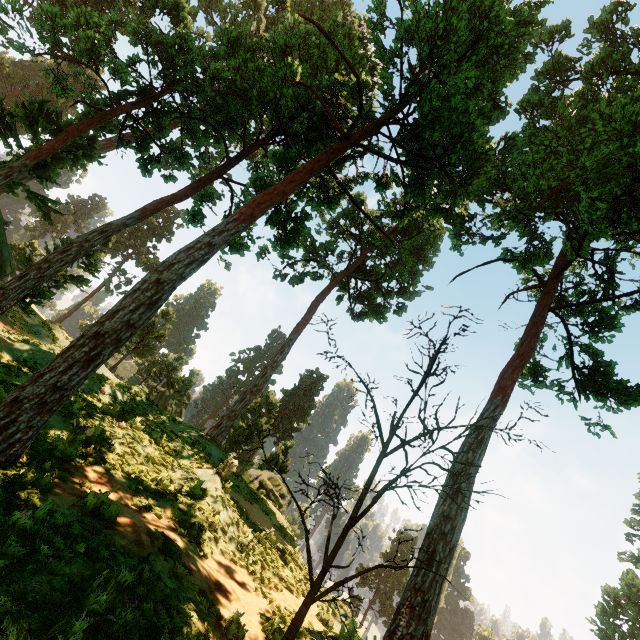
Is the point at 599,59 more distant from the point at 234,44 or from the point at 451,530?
the point at 451,530

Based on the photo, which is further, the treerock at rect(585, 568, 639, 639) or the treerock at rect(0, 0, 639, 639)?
the treerock at rect(585, 568, 639, 639)

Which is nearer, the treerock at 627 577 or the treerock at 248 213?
the treerock at 248 213
